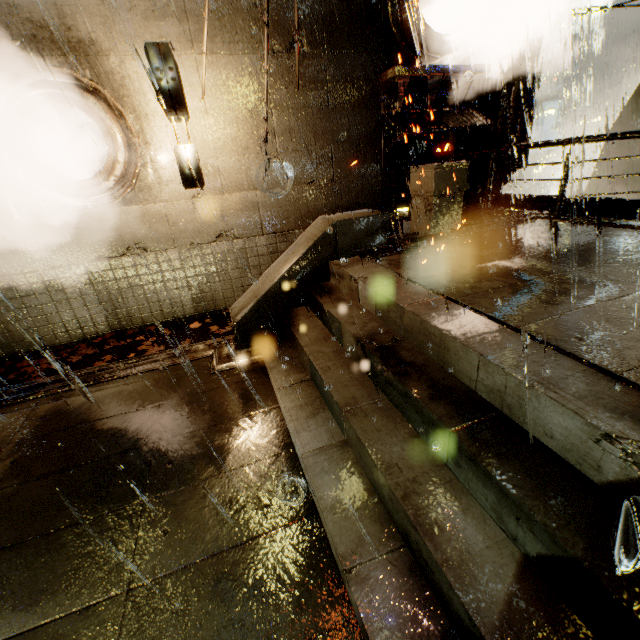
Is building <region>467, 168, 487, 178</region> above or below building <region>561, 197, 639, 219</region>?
above

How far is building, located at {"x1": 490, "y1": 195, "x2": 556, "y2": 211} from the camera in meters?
10.5

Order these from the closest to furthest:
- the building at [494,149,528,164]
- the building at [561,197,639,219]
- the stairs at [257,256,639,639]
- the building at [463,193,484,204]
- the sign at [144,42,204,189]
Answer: the stairs at [257,256,639,639], the sign at [144,42,204,189], the building at [561,197,639,219], the building at [494,149,528,164], the building at [463,193,484,204]

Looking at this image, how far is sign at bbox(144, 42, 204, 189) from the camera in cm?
511

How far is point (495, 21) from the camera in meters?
8.9 m

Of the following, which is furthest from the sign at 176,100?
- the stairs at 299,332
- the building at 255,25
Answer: the stairs at 299,332

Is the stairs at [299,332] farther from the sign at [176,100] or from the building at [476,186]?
the sign at [176,100]
